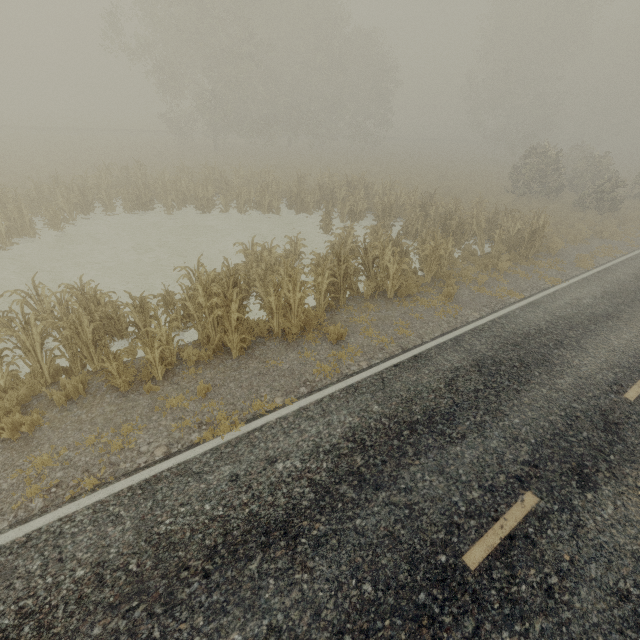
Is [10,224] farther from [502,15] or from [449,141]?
[449,141]
